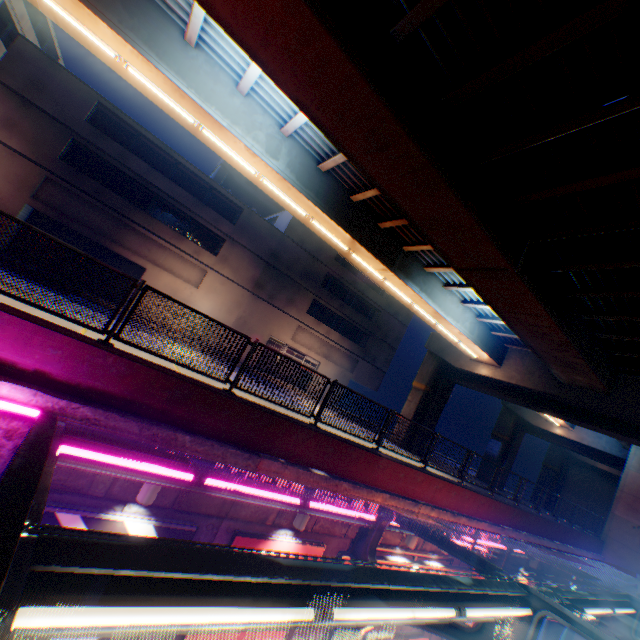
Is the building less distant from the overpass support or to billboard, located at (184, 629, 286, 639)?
the overpass support

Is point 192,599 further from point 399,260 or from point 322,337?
point 322,337

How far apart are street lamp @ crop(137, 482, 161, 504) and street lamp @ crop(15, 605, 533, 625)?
4.0m

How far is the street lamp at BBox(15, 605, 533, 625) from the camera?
→ 1.72m

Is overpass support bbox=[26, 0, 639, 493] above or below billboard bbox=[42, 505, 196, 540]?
above

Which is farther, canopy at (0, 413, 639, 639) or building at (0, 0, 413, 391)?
building at (0, 0, 413, 391)

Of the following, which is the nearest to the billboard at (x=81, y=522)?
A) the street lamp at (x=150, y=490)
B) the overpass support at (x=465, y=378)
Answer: the street lamp at (x=150, y=490)

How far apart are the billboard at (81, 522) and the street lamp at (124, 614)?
4.5m
